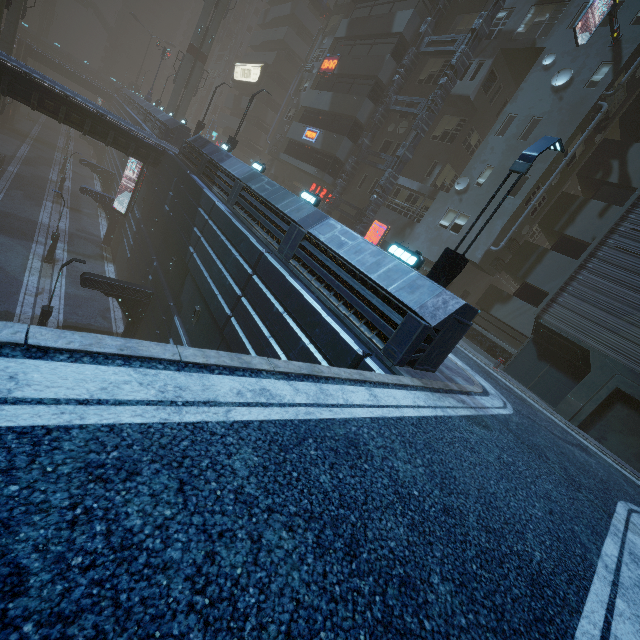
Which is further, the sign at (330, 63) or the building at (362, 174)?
the sign at (330, 63)

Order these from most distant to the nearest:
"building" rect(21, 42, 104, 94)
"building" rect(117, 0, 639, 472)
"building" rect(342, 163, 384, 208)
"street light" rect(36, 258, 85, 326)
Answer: "building" rect(21, 42, 104, 94), "building" rect(342, 163, 384, 208), "street light" rect(36, 258, 85, 326), "building" rect(117, 0, 639, 472)

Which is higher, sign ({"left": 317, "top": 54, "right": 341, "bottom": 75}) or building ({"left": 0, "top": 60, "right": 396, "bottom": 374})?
sign ({"left": 317, "top": 54, "right": 341, "bottom": 75})

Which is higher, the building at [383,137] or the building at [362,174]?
the building at [383,137]

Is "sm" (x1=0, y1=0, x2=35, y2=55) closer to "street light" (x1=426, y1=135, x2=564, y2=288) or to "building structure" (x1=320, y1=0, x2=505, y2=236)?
"building structure" (x1=320, y1=0, x2=505, y2=236)

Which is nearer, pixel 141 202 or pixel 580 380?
pixel 580 380

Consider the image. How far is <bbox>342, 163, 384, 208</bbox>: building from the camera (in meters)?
25.85

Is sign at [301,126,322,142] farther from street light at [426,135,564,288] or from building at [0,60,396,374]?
street light at [426,135,564,288]
